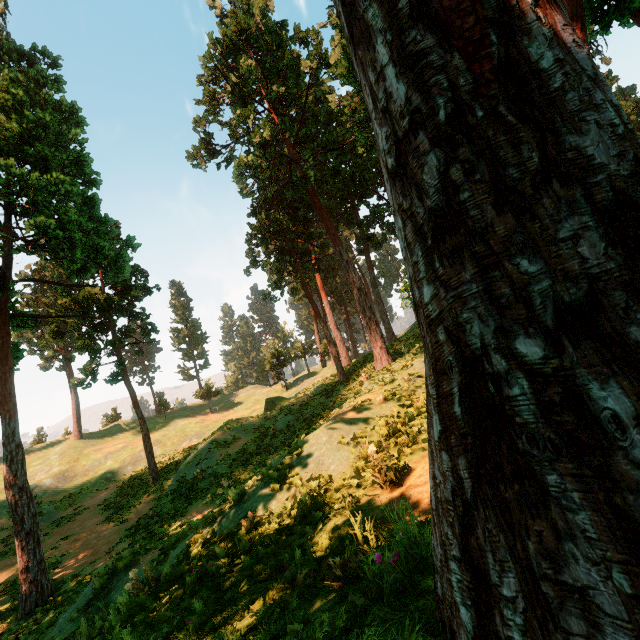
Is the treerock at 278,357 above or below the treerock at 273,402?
above

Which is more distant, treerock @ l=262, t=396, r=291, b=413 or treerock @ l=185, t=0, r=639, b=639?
treerock @ l=262, t=396, r=291, b=413

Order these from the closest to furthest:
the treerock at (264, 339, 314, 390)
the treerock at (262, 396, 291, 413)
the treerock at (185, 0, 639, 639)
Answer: the treerock at (185, 0, 639, 639), the treerock at (262, 396, 291, 413), the treerock at (264, 339, 314, 390)

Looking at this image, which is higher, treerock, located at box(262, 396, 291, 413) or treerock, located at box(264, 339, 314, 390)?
treerock, located at box(264, 339, 314, 390)

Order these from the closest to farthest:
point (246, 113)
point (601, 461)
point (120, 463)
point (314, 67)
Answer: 1. point (601, 461)
2. point (246, 113)
3. point (314, 67)
4. point (120, 463)

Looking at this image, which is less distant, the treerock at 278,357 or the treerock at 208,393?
the treerock at 278,357
